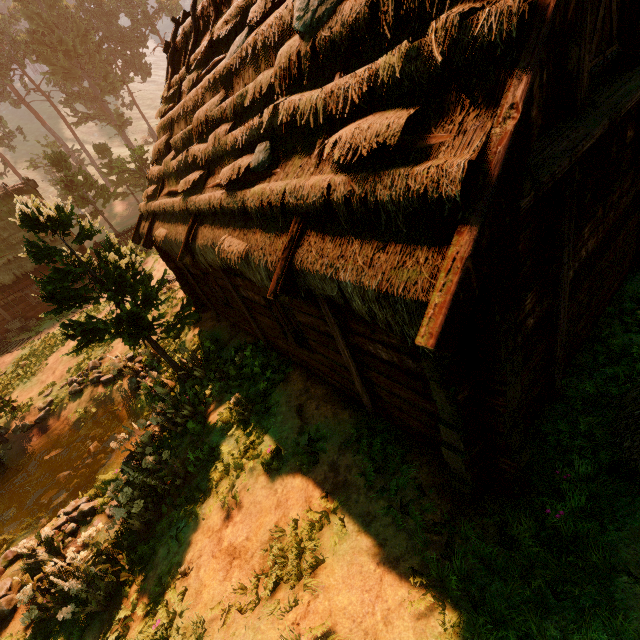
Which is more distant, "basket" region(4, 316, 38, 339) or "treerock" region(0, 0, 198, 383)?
"basket" region(4, 316, 38, 339)

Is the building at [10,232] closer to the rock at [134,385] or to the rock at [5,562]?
the rock at [134,385]

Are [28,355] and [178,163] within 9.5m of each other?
no

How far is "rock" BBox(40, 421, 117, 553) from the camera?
7.7m

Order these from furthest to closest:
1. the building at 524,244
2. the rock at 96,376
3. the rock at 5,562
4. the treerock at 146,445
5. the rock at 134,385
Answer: the rock at 96,376, the rock at 134,385, the treerock at 146,445, the rock at 5,562, the building at 524,244

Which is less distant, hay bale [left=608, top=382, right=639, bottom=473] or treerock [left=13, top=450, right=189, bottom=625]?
hay bale [left=608, top=382, right=639, bottom=473]

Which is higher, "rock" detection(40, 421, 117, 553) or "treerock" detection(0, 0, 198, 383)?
"treerock" detection(0, 0, 198, 383)

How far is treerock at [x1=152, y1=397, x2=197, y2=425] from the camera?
8.6 meters
